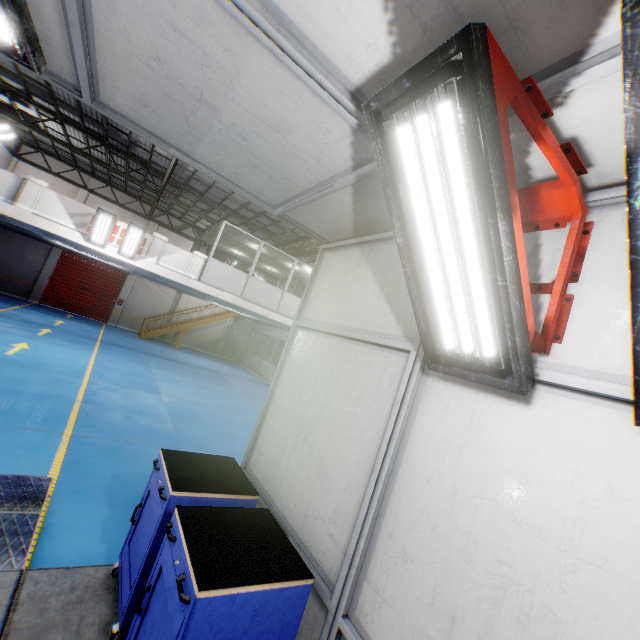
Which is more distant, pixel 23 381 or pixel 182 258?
pixel 182 258

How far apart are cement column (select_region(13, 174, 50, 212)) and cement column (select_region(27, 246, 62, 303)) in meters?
11.6 m

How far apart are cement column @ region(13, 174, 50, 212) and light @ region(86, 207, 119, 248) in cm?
153

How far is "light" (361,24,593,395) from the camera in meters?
1.3 m

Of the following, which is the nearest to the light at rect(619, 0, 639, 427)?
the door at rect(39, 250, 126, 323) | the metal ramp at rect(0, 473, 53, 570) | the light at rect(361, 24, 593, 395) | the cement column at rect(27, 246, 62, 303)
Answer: the light at rect(361, 24, 593, 395)

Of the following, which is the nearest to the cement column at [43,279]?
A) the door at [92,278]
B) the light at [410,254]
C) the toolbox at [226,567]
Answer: the door at [92,278]

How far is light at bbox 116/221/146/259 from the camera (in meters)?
11.81

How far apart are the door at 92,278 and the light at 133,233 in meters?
11.9 m
